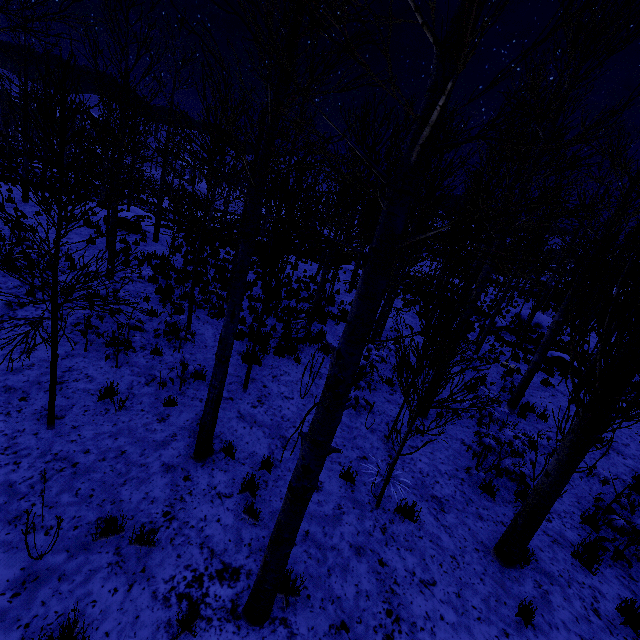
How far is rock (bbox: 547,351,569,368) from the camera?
15.6m

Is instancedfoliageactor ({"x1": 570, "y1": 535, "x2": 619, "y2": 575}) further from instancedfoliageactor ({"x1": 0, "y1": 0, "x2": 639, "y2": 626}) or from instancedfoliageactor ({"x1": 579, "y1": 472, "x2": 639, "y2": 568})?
instancedfoliageactor ({"x1": 0, "y1": 0, "x2": 639, "y2": 626})

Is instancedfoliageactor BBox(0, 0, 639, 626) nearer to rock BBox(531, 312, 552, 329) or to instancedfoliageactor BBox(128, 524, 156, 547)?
instancedfoliageactor BBox(128, 524, 156, 547)

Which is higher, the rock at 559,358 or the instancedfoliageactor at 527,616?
the rock at 559,358

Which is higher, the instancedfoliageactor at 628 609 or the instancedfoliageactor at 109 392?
the instancedfoliageactor at 628 609

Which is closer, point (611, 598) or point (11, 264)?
point (611, 598)

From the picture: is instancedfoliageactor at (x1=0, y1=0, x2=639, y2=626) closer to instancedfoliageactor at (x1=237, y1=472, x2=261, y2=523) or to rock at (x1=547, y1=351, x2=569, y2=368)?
instancedfoliageactor at (x1=237, y1=472, x2=261, y2=523)

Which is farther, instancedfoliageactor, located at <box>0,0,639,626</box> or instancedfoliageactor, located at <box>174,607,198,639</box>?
instancedfoliageactor, located at <box>174,607,198,639</box>
